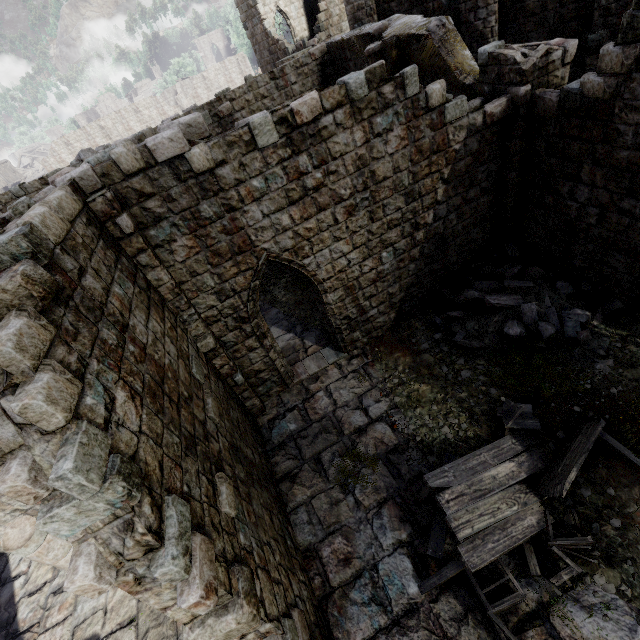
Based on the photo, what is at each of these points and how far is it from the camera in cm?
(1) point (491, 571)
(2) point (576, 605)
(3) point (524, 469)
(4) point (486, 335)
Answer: (1) building, 546
(2) building, 488
(3) broken furniture, 605
(4) rubble, 828

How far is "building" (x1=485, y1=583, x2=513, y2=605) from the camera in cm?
519

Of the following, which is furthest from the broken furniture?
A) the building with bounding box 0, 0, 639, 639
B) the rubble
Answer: the rubble

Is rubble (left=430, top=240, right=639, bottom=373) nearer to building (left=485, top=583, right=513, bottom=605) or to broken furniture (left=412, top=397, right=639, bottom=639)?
building (left=485, top=583, right=513, bottom=605)

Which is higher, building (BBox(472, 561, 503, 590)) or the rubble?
the rubble

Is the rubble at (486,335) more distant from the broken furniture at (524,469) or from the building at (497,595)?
the broken furniture at (524,469)

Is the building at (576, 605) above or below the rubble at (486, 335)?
below
